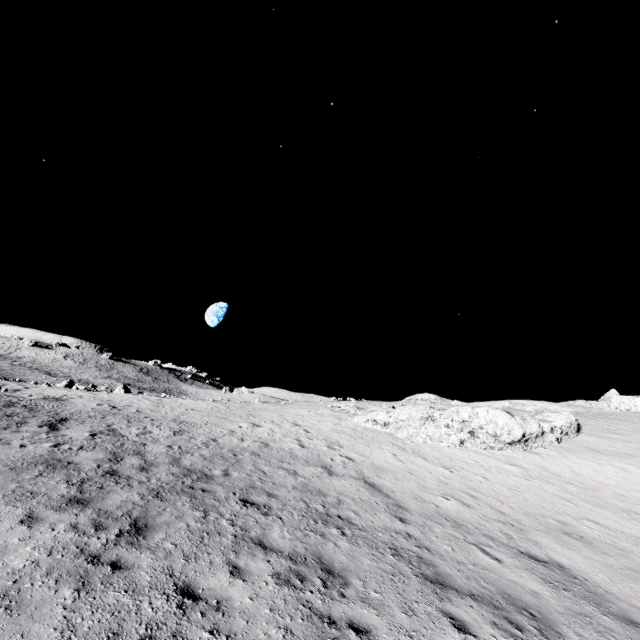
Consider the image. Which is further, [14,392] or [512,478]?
[14,392]
